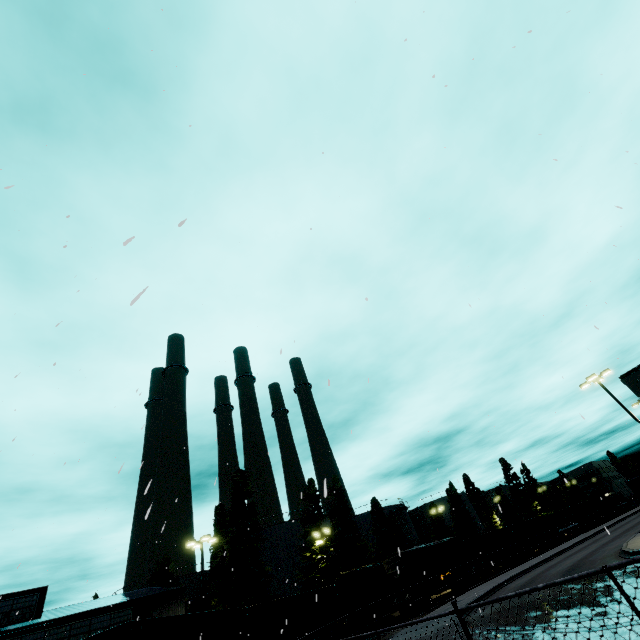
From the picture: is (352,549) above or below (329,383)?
above

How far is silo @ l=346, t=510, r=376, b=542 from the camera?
54.59m

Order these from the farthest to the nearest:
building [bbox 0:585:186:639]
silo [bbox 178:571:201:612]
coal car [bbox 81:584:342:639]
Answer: silo [bbox 178:571:201:612] → building [bbox 0:585:186:639] → coal car [bbox 81:584:342:639]

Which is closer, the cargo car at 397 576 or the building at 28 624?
the building at 28 624

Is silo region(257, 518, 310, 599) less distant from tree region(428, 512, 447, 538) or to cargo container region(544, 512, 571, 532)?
cargo container region(544, 512, 571, 532)

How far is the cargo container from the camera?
55.9 meters

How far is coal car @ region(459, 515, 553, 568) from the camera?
40.5m

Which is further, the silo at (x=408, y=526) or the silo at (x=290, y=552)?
the silo at (x=408, y=526)
